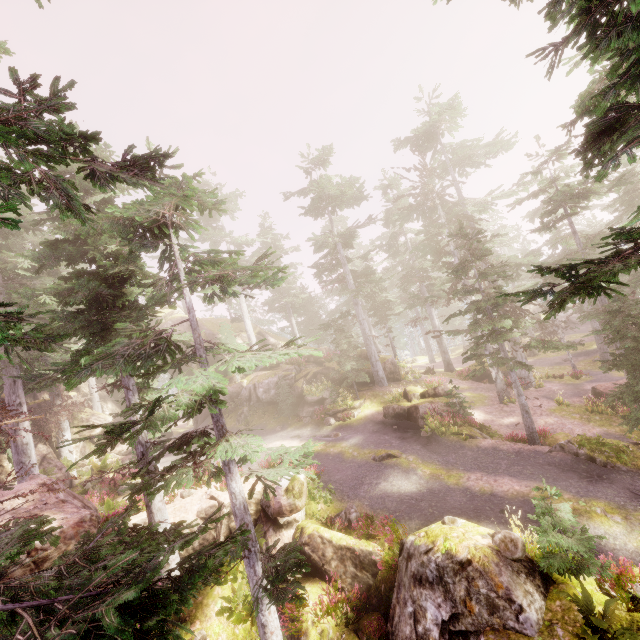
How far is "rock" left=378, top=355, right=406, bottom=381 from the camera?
27.8m

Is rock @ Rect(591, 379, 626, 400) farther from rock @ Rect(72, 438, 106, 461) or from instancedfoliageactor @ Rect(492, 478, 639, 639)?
rock @ Rect(72, 438, 106, 461)

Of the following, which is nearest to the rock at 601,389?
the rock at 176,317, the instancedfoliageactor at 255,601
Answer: the instancedfoliageactor at 255,601

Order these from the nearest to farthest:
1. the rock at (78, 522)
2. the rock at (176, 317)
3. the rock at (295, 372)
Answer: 1. the rock at (78, 522)
2. the rock at (295, 372)
3. the rock at (176, 317)

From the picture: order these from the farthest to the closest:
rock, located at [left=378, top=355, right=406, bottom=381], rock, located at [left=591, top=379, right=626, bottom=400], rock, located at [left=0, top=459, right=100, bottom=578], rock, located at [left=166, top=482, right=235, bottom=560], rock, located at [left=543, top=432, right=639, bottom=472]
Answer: rock, located at [left=378, top=355, right=406, bottom=381]
rock, located at [left=591, top=379, right=626, bottom=400]
rock, located at [left=166, top=482, right=235, bottom=560]
rock, located at [left=543, top=432, right=639, bottom=472]
rock, located at [left=0, top=459, right=100, bottom=578]

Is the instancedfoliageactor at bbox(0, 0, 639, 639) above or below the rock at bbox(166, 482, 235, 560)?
above

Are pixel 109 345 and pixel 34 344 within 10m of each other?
yes
